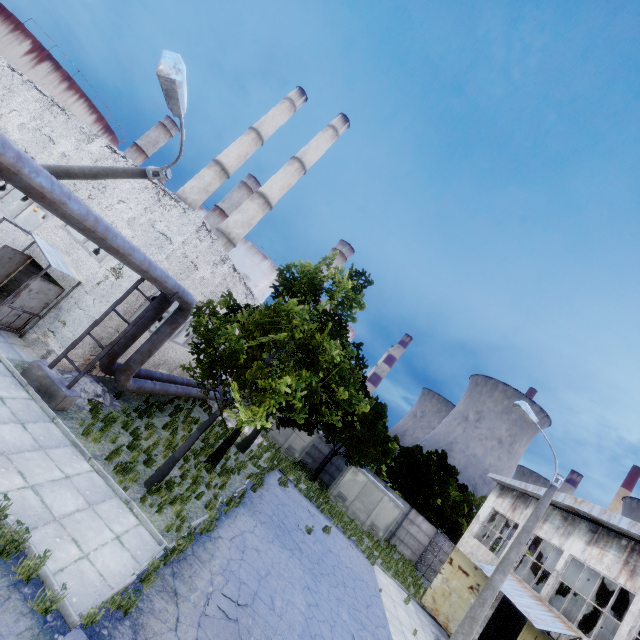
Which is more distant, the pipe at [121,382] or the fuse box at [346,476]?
the fuse box at [346,476]

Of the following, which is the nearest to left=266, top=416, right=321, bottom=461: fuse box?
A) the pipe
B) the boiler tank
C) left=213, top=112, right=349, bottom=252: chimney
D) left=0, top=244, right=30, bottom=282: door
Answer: the pipe

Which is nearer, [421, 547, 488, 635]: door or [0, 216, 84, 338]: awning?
[0, 216, 84, 338]: awning

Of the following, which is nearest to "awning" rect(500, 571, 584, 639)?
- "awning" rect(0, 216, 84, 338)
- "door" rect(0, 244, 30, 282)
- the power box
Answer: "awning" rect(0, 216, 84, 338)

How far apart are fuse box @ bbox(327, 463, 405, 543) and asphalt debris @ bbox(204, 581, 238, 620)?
19.0 meters

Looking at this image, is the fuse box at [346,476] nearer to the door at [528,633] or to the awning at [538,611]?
the awning at [538,611]

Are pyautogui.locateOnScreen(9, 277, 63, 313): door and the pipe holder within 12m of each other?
yes

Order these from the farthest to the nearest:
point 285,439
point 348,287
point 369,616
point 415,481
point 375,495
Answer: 1. point 415,481
2. point 285,439
3. point 375,495
4. point 369,616
5. point 348,287
